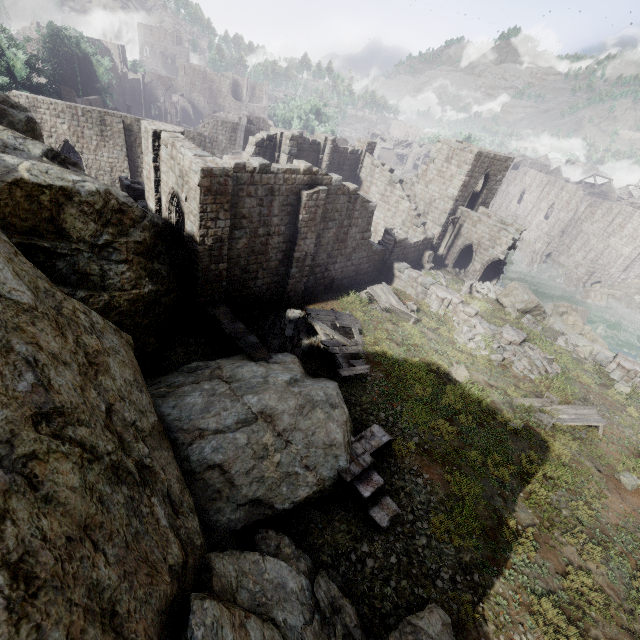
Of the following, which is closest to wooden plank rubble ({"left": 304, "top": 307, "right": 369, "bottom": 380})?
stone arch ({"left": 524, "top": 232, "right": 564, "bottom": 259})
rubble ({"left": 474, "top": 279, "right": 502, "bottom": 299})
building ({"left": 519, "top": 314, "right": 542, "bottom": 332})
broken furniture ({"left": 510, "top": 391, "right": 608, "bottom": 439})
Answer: broken furniture ({"left": 510, "top": 391, "right": 608, "bottom": 439})

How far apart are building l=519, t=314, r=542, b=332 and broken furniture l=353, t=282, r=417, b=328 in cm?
810

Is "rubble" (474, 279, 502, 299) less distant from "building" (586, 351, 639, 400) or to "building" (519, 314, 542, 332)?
"building" (519, 314, 542, 332)

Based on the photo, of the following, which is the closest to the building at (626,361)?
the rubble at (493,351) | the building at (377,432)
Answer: the rubble at (493,351)

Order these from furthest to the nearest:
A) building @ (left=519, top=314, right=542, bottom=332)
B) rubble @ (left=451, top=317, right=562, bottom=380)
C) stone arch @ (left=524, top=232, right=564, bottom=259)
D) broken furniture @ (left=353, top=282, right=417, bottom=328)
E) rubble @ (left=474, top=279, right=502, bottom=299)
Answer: stone arch @ (left=524, top=232, right=564, bottom=259), rubble @ (left=474, top=279, right=502, bottom=299), building @ (left=519, top=314, right=542, bottom=332), broken furniture @ (left=353, top=282, right=417, bottom=328), rubble @ (left=451, top=317, right=562, bottom=380)

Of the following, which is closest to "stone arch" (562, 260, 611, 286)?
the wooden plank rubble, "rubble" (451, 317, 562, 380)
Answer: "rubble" (451, 317, 562, 380)

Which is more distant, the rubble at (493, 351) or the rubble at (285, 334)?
the rubble at (493, 351)

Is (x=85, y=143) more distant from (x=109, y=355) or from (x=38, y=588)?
(x=38, y=588)
